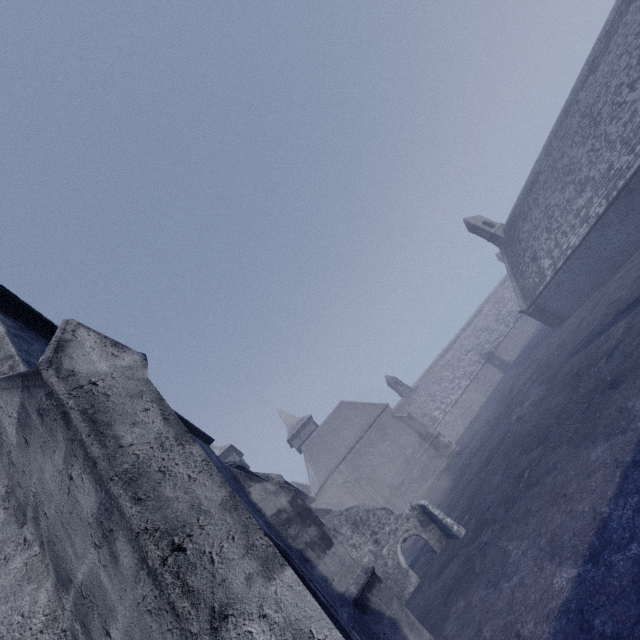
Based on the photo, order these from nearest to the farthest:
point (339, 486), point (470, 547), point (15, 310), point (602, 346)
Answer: point (15, 310)
point (470, 547)
point (602, 346)
point (339, 486)
